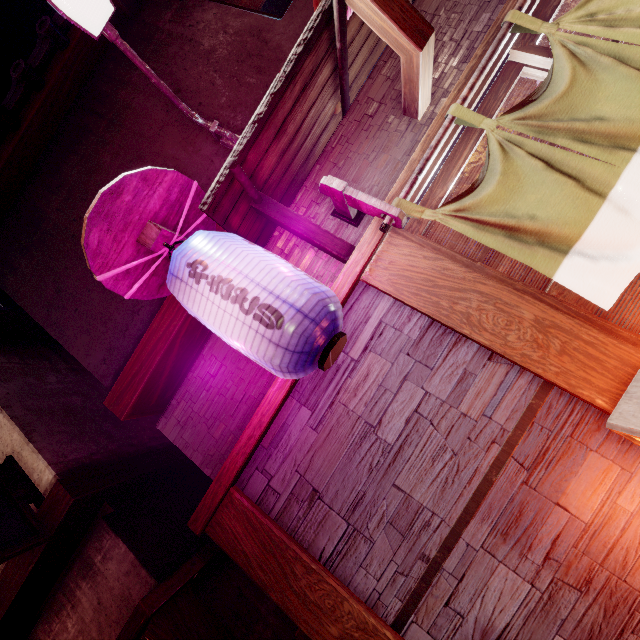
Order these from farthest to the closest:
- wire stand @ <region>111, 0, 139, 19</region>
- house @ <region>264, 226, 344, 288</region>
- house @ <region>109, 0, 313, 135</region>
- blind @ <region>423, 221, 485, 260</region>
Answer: wire stand @ <region>111, 0, 139, 19</region>, house @ <region>109, 0, 313, 135</region>, house @ <region>264, 226, 344, 288</region>, blind @ <region>423, 221, 485, 260</region>

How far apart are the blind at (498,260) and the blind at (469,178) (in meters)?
0.08

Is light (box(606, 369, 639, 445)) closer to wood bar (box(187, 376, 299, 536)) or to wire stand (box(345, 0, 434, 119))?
wood bar (box(187, 376, 299, 536))

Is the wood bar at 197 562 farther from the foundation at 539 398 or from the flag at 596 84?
the flag at 596 84

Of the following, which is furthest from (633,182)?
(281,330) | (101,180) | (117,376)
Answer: (101,180)

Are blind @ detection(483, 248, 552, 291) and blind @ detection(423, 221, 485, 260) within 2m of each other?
yes

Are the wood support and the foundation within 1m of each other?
no

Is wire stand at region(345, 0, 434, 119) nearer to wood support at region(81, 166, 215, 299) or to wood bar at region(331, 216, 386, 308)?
wood bar at region(331, 216, 386, 308)
